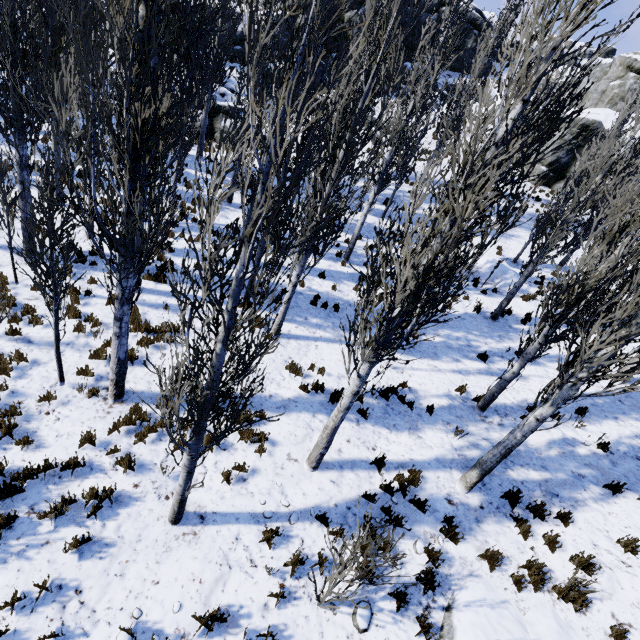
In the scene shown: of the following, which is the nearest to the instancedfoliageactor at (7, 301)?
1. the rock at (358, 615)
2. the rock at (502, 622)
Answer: the rock at (502, 622)

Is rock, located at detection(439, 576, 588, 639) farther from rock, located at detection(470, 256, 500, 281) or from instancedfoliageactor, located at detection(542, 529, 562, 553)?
rock, located at detection(470, 256, 500, 281)

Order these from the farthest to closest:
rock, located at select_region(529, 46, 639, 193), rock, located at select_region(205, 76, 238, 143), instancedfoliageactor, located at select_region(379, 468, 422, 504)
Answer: rock, located at select_region(529, 46, 639, 193) → rock, located at select_region(205, 76, 238, 143) → instancedfoliageactor, located at select_region(379, 468, 422, 504)

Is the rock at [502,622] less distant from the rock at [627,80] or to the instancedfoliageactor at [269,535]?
the instancedfoliageactor at [269,535]

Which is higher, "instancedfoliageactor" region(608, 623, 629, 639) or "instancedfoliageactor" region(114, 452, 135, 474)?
"instancedfoliageactor" region(608, 623, 629, 639)

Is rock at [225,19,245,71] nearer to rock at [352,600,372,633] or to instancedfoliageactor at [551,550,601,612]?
instancedfoliageactor at [551,550,601,612]

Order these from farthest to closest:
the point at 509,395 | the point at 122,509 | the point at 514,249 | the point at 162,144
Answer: the point at 514,249
the point at 509,395
the point at 162,144
the point at 122,509

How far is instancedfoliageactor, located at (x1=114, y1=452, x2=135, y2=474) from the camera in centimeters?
575cm
